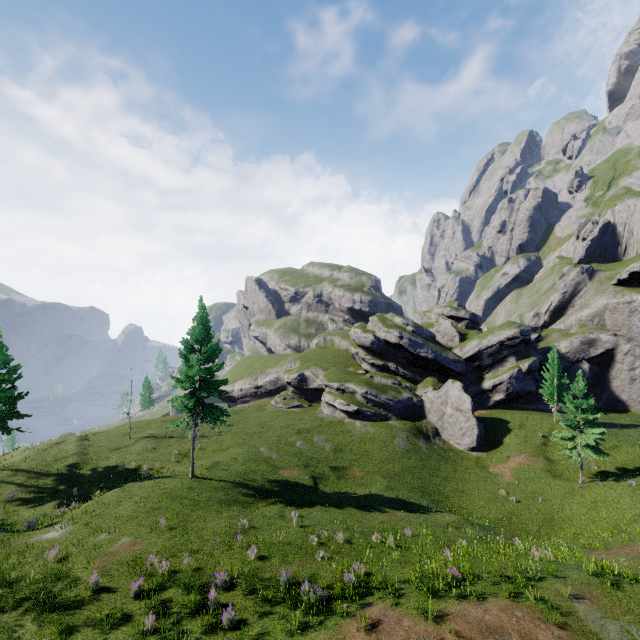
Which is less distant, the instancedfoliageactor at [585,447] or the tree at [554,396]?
the instancedfoliageactor at [585,447]

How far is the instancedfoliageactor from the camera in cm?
3002

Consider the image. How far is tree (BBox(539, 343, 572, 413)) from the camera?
41.9m

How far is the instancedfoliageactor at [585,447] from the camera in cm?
3002

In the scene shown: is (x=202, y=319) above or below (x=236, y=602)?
above

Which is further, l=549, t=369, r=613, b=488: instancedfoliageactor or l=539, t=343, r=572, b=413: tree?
l=539, t=343, r=572, b=413: tree
